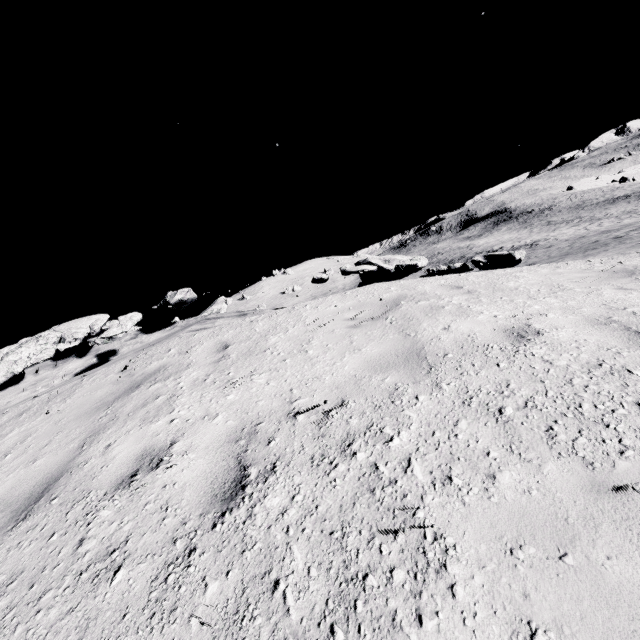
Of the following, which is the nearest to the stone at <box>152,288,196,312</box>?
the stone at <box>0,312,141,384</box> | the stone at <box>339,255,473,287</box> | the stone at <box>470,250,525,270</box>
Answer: the stone at <box>0,312,141,384</box>

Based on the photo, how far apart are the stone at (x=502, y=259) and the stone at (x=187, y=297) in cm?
649

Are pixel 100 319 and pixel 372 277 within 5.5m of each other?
no

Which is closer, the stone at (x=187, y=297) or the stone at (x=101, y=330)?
the stone at (x=101, y=330)

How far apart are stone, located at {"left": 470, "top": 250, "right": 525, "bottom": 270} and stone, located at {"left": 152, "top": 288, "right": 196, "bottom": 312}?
6.49m

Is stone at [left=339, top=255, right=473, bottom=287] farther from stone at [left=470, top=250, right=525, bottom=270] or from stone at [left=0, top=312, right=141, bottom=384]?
stone at [left=0, top=312, right=141, bottom=384]

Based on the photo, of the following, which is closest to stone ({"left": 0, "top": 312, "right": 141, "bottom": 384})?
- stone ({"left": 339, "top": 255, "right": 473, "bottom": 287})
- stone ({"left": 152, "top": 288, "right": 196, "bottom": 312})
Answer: stone ({"left": 152, "top": 288, "right": 196, "bottom": 312})

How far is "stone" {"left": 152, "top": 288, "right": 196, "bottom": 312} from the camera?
8.3 meters
